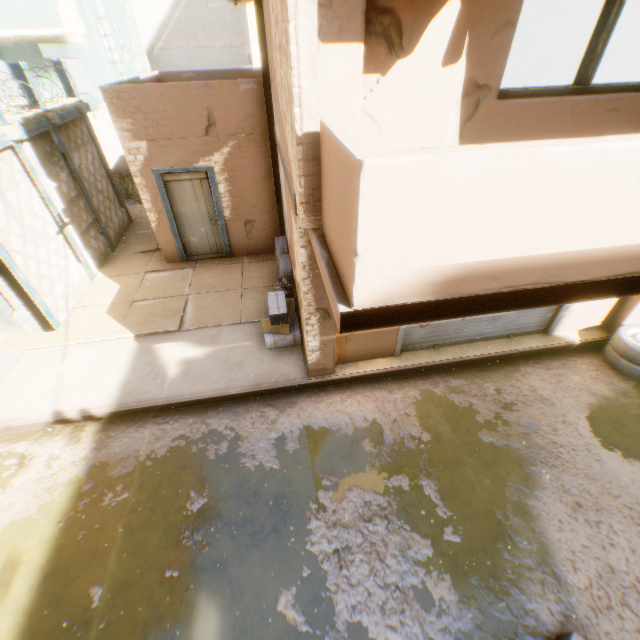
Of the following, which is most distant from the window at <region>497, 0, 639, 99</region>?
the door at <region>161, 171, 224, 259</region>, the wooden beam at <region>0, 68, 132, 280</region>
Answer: the door at <region>161, 171, 224, 259</region>

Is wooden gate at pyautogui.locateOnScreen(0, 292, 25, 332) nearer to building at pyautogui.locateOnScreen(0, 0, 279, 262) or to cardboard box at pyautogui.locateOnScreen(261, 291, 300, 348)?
building at pyautogui.locateOnScreen(0, 0, 279, 262)

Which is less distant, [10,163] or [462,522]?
[462,522]

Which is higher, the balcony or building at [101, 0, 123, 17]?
building at [101, 0, 123, 17]

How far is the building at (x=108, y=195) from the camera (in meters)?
8.76

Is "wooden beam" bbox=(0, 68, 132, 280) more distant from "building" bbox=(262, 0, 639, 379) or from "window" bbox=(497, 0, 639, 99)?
"window" bbox=(497, 0, 639, 99)

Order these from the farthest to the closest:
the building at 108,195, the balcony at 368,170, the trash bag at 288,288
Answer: the building at 108,195 → the trash bag at 288,288 → the balcony at 368,170

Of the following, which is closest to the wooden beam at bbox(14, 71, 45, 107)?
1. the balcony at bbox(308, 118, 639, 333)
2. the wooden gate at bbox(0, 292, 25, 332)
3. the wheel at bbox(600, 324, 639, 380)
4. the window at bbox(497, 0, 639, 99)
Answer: the wooden gate at bbox(0, 292, 25, 332)
